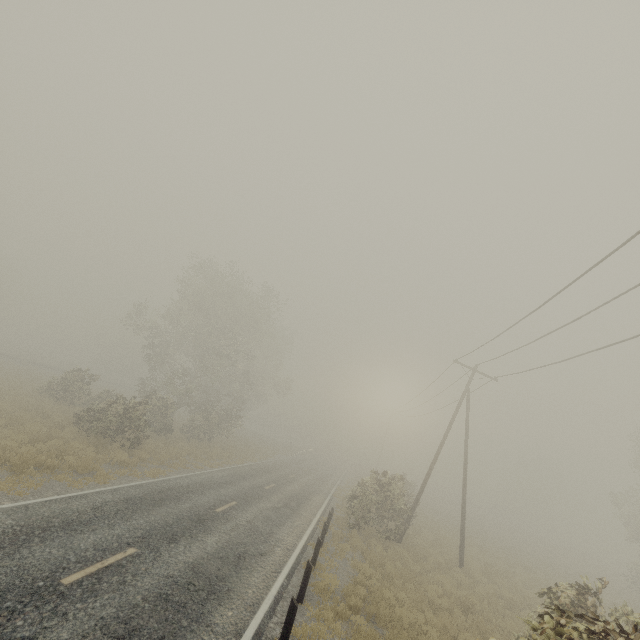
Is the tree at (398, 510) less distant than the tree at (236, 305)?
Yes

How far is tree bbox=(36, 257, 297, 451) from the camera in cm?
1956

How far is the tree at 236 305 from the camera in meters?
19.6

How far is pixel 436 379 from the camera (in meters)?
26.45

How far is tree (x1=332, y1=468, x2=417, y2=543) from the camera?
18.2m

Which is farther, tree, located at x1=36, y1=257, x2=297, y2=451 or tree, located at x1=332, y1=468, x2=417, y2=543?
tree, located at x1=36, y1=257, x2=297, y2=451
